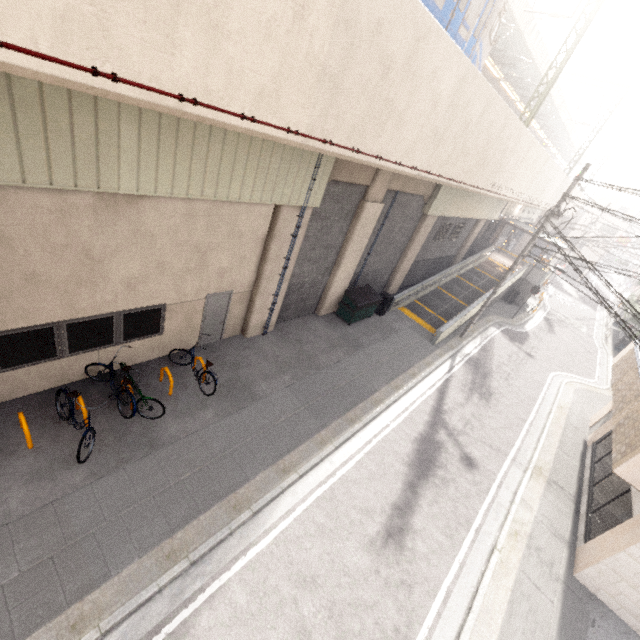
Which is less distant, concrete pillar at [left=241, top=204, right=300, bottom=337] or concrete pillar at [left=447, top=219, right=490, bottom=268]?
concrete pillar at [left=241, top=204, right=300, bottom=337]

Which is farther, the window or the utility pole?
the utility pole

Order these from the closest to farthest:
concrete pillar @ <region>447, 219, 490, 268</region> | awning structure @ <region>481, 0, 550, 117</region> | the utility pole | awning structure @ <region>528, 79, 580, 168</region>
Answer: the utility pole < awning structure @ <region>481, 0, 550, 117</region> < concrete pillar @ <region>447, 219, 490, 268</region> < awning structure @ <region>528, 79, 580, 168</region>

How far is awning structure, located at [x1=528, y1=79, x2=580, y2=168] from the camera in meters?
26.2 m

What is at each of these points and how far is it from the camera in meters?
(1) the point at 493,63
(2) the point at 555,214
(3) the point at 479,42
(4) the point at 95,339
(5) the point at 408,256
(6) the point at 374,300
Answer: (1) awning structure, 19.2
(2) utility pole, 14.6
(3) train, 10.0
(4) window, 8.1
(5) concrete pillar, 18.3
(6) dumpster, 15.5

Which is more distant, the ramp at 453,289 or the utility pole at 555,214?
the ramp at 453,289

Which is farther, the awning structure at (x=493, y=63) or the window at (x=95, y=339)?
the awning structure at (x=493, y=63)

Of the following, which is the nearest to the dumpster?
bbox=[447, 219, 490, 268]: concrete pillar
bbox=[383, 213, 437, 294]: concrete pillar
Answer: bbox=[383, 213, 437, 294]: concrete pillar
